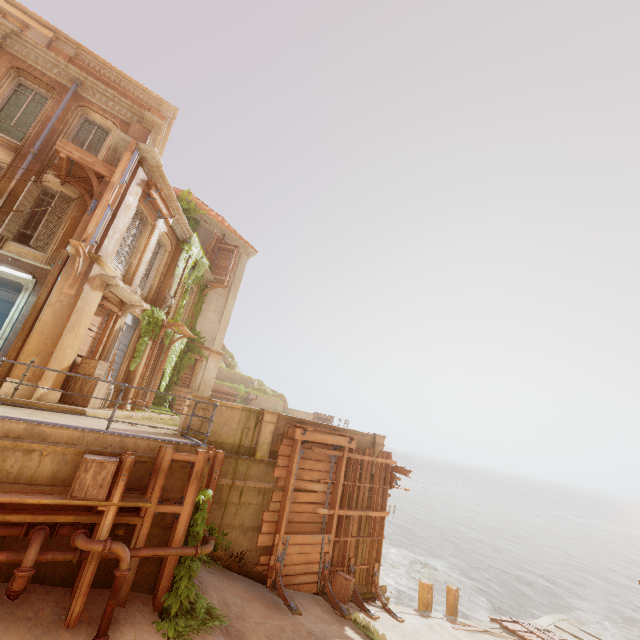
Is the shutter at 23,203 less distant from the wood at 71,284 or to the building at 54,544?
the wood at 71,284

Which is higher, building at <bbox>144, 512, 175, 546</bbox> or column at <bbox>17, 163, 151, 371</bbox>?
column at <bbox>17, 163, 151, 371</bbox>

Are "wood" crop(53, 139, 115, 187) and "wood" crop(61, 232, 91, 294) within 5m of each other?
yes

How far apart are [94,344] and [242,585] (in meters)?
9.33

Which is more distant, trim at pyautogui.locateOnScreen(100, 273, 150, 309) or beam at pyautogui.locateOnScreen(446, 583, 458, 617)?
beam at pyautogui.locateOnScreen(446, 583, 458, 617)

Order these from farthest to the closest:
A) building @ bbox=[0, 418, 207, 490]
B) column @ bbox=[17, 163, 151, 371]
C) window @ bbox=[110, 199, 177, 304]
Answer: window @ bbox=[110, 199, 177, 304] → column @ bbox=[17, 163, 151, 371] → building @ bbox=[0, 418, 207, 490]

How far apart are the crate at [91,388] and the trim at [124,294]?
2.5m

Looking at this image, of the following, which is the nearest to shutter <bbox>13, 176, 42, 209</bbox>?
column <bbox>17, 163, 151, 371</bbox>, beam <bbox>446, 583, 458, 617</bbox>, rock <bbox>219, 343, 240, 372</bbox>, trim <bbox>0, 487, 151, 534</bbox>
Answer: column <bbox>17, 163, 151, 371</bbox>
